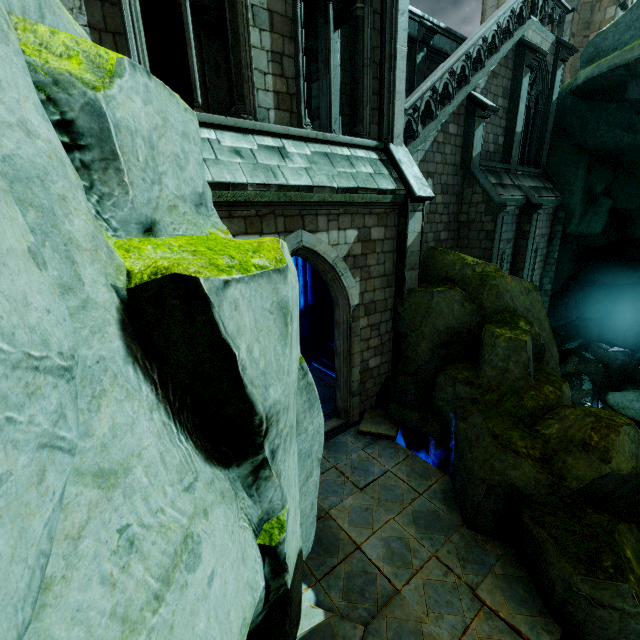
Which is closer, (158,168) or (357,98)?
(158,168)

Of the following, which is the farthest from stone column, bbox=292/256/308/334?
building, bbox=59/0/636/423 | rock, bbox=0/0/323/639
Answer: rock, bbox=0/0/323/639

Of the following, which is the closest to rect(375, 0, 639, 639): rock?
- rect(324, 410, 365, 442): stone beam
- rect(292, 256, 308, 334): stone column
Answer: rect(324, 410, 365, 442): stone beam

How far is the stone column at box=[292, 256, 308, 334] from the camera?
11.82m

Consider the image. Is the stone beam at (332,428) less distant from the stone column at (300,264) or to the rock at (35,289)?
the rock at (35,289)

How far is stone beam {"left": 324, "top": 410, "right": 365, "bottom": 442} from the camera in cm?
873

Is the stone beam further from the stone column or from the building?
the stone column

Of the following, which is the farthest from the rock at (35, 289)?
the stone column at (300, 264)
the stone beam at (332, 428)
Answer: the stone column at (300, 264)
